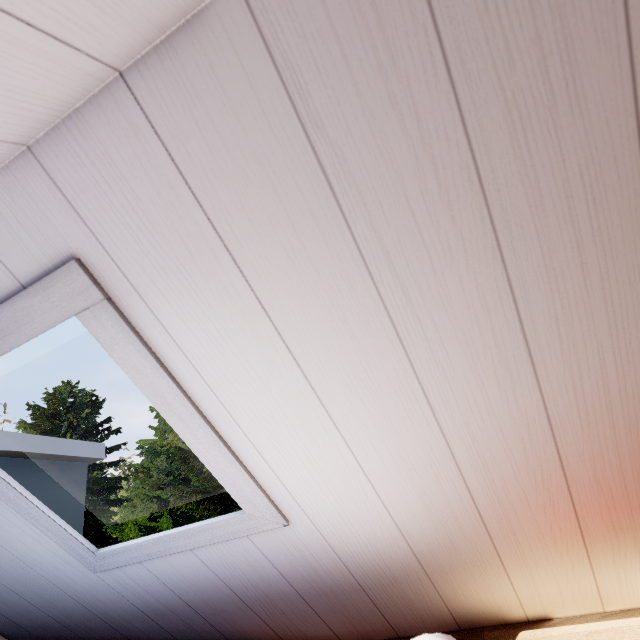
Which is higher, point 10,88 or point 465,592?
point 10,88
